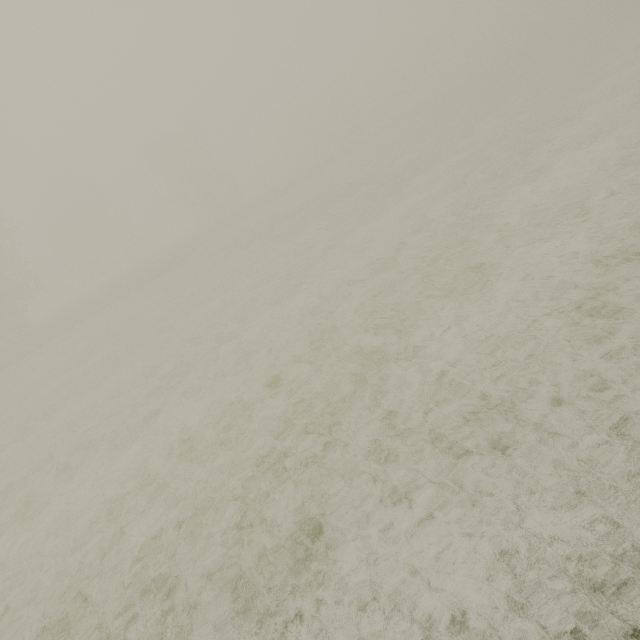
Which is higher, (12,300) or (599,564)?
(12,300)
